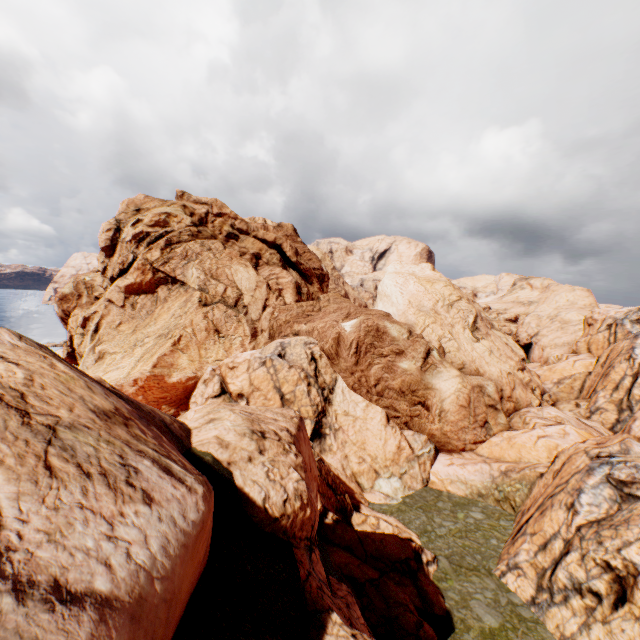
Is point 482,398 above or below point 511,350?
below
